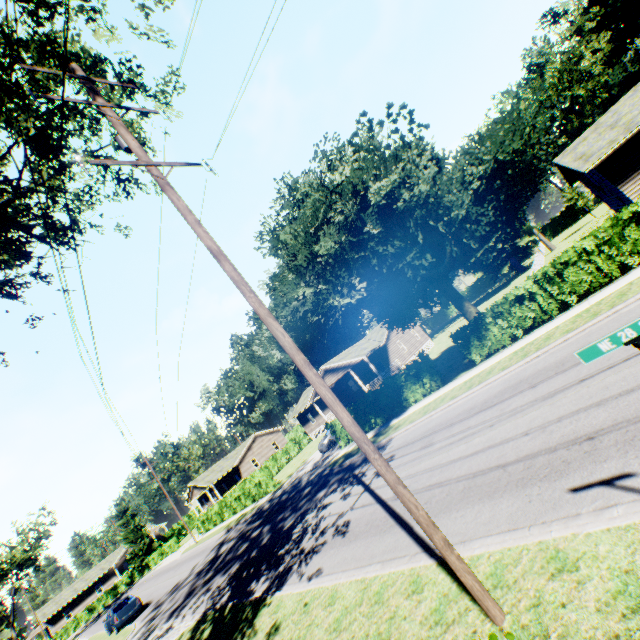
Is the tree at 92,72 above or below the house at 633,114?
above

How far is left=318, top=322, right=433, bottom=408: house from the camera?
34.5m

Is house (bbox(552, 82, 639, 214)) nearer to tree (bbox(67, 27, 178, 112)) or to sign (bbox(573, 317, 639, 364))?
tree (bbox(67, 27, 178, 112))

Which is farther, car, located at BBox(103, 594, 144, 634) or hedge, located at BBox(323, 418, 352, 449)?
hedge, located at BBox(323, 418, 352, 449)

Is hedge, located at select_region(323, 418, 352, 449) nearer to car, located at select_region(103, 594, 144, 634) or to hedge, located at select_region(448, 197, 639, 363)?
hedge, located at select_region(448, 197, 639, 363)

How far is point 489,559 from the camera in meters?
5.2 m

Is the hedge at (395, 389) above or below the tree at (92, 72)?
below

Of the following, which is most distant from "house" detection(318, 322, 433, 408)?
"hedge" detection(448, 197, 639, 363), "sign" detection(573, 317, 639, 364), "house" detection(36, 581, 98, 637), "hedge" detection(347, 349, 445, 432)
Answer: "house" detection(36, 581, 98, 637)
